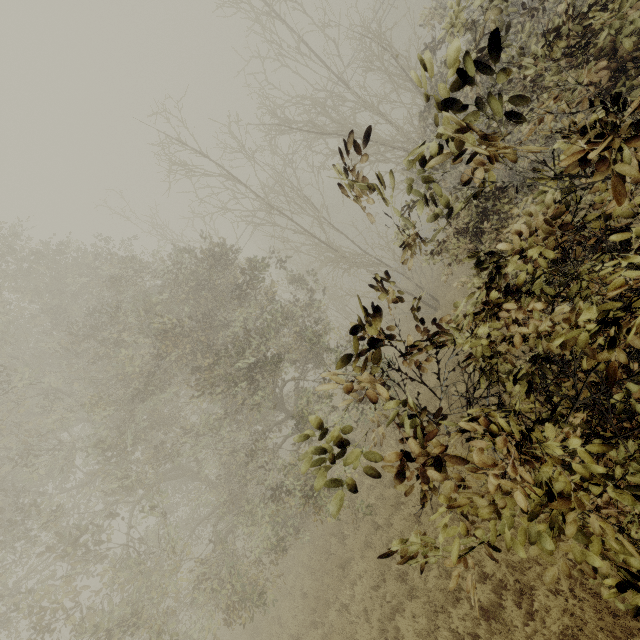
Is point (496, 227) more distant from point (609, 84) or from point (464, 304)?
point (464, 304)
